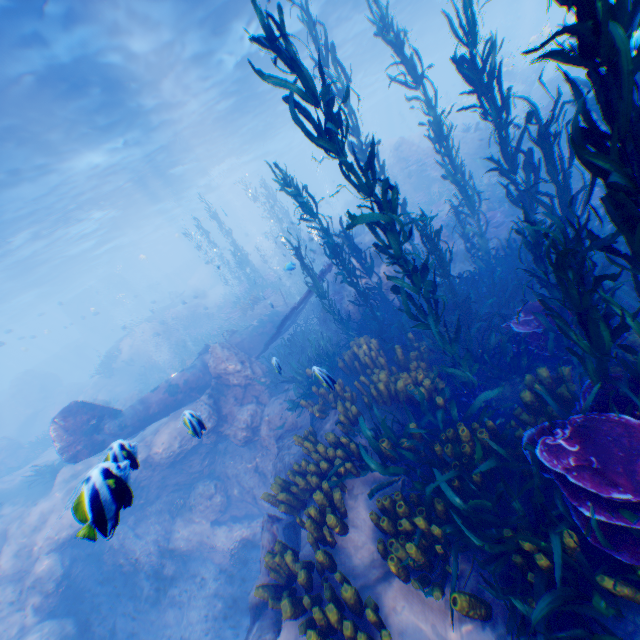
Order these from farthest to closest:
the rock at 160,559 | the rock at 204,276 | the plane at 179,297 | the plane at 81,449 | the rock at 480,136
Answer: the rock at 204,276 < the plane at 179,297 < the rock at 480,136 < the plane at 81,449 < the rock at 160,559

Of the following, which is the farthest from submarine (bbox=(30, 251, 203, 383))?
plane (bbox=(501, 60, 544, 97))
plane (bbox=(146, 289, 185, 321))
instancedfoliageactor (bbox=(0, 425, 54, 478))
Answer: plane (bbox=(501, 60, 544, 97))

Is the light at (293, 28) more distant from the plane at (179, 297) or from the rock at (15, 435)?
the plane at (179, 297)

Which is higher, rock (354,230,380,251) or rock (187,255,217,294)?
rock (187,255,217,294)

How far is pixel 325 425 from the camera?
7.2 meters

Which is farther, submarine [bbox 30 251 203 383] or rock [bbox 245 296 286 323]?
submarine [bbox 30 251 203 383]

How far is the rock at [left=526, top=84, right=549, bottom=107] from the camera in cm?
2173

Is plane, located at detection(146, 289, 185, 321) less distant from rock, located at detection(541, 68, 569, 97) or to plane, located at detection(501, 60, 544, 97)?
rock, located at detection(541, 68, 569, 97)
